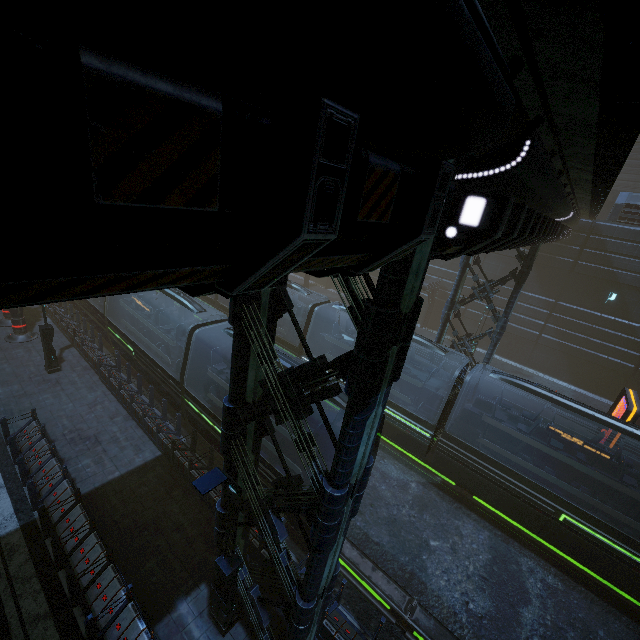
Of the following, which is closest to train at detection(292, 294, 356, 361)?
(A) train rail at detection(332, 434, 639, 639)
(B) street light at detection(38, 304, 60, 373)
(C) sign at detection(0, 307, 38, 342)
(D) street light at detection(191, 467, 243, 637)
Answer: (A) train rail at detection(332, 434, 639, 639)

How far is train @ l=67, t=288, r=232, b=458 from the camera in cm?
1325

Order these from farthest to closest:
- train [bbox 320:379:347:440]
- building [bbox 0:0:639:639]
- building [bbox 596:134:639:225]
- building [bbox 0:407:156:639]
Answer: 1. building [bbox 596:134:639:225]
2. train [bbox 320:379:347:440]
3. building [bbox 0:407:156:639]
4. building [bbox 0:0:639:639]

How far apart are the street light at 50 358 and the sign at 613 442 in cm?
2533

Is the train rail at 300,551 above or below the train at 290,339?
below

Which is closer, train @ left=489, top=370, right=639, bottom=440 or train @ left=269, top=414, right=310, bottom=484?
train @ left=269, top=414, right=310, bottom=484

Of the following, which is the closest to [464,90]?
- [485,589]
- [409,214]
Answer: [409,214]

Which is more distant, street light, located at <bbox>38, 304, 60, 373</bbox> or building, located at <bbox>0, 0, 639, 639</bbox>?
street light, located at <bbox>38, 304, 60, 373</bbox>
